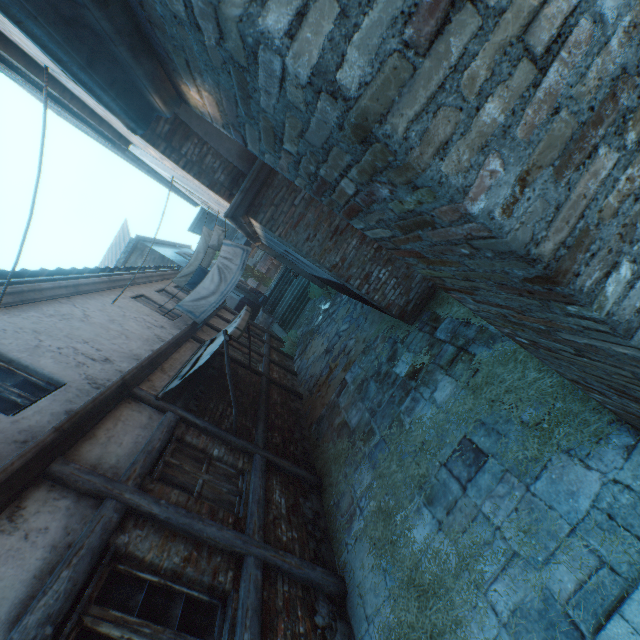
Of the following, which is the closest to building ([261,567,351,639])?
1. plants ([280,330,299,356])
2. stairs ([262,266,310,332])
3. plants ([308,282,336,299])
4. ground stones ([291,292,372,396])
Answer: ground stones ([291,292,372,396])

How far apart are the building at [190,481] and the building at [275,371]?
4.3 meters

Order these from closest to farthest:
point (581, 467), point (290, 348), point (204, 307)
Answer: point (581, 467)
point (204, 307)
point (290, 348)

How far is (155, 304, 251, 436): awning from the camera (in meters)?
5.45

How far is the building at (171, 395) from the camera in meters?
5.8

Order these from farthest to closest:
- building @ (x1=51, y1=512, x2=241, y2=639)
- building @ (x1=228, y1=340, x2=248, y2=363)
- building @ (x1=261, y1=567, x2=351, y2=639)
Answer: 1. building @ (x1=228, y1=340, x2=248, y2=363)
2. building @ (x1=261, y1=567, x2=351, y2=639)
3. building @ (x1=51, y1=512, x2=241, y2=639)

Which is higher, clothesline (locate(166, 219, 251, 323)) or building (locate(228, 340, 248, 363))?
clothesline (locate(166, 219, 251, 323))

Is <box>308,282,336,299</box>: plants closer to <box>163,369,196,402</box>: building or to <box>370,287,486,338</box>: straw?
<box>163,369,196,402</box>: building
